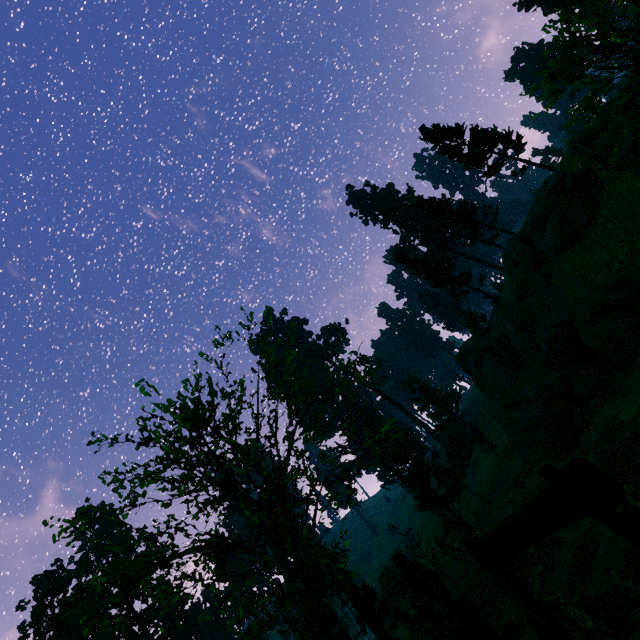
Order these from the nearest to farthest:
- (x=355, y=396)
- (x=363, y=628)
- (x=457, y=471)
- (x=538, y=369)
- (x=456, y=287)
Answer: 1. (x=363, y=628)
2. (x=355, y=396)
3. (x=538, y=369)
4. (x=456, y=287)
5. (x=457, y=471)

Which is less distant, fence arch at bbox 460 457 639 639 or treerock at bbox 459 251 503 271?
fence arch at bbox 460 457 639 639

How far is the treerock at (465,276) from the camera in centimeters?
4362cm

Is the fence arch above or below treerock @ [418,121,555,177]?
below

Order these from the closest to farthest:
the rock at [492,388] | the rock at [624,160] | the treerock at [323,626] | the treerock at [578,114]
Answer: the treerock at [323,626] → the treerock at [578,114] → the rock at [492,388] → the rock at [624,160]

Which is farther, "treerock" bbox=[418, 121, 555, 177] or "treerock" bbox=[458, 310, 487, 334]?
"treerock" bbox=[458, 310, 487, 334]

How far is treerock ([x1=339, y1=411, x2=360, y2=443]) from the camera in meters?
13.8 m
